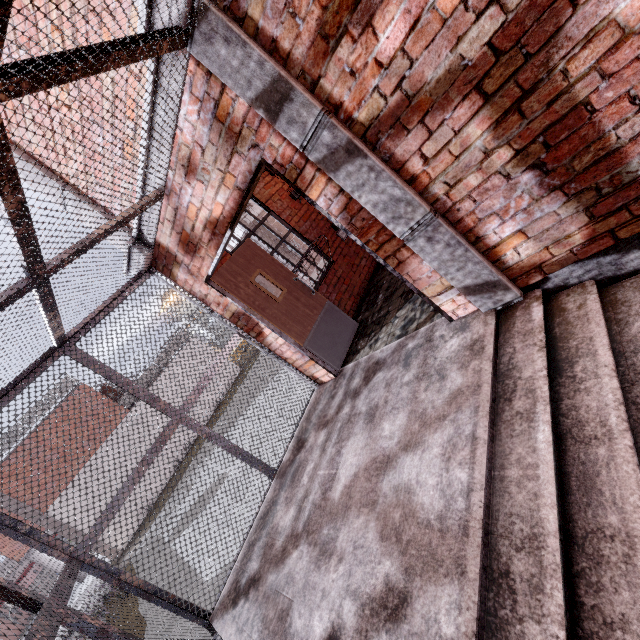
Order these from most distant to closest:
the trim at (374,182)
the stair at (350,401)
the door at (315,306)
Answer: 1. the door at (315,306)
2. the trim at (374,182)
3. the stair at (350,401)

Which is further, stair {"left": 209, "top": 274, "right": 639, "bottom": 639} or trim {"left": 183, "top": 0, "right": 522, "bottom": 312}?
trim {"left": 183, "top": 0, "right": 522, "bottom": 312}

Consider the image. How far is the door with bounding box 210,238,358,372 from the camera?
4.4m

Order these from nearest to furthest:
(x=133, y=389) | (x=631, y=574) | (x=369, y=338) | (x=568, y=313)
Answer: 1. (x=631, y=574)
2. (x=568, y=313)
3. (x=133, y=389)
4. (x=369, y=338)

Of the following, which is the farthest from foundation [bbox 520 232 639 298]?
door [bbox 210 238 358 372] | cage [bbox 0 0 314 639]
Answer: door [bbox 210 238 358 372]

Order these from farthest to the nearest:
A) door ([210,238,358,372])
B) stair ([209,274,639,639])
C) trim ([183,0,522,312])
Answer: door ([210,238,358,372]), trim ([183,0,522,312]), stair ([209,274,639,639])

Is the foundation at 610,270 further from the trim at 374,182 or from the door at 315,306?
the door at 315,306

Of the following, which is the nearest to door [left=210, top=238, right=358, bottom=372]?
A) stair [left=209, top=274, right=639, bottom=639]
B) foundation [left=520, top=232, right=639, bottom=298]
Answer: stair [left=209, top=274, right=639, bottom=639]
